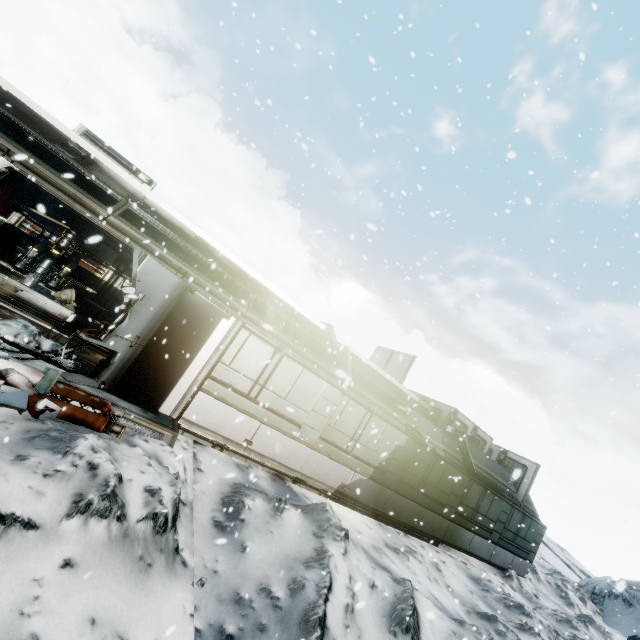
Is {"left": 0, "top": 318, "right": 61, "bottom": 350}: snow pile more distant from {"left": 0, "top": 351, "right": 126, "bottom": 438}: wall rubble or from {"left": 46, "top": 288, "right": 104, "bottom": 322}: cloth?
{"left": 46, "top": 288, "right": 104, "bottom": 322}: cloth

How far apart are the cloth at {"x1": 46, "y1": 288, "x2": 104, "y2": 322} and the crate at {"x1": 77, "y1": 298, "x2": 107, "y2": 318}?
0.0m

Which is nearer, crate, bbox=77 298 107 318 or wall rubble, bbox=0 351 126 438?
wall rubble, bbox=0 351 126 438

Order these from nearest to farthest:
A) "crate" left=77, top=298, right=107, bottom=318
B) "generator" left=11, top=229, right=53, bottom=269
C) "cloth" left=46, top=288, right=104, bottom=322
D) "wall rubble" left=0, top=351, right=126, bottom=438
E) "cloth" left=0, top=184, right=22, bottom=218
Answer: "wall rubble" left=0, top=351, right=126, bottom=438, "generator" left=11, top=229, right=53, bottom=269, "cloth" left=46, top=288, right=104, bottom=322, "crate" left=77, top=298, right=107, bottom=318, "cloth" left=0, top=184, right=22, bottom=218

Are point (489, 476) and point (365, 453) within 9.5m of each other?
yes

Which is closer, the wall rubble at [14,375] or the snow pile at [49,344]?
the wall rubble at [14,375]

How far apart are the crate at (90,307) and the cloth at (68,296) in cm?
A: 1

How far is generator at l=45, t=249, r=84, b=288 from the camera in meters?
11.4
